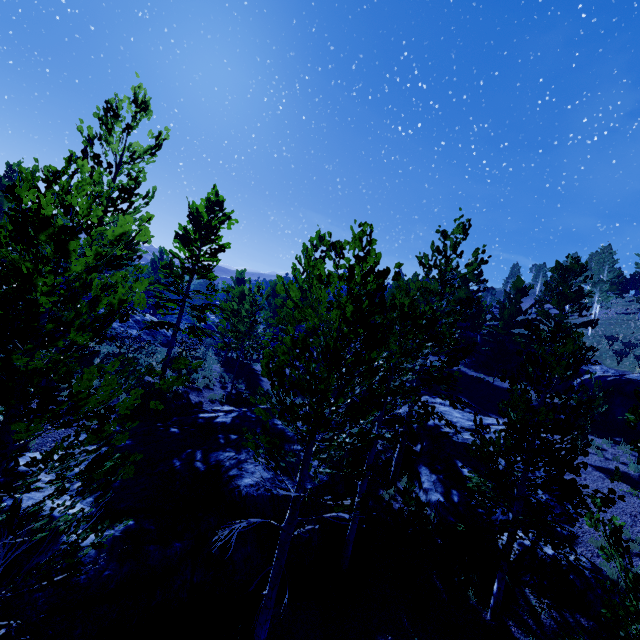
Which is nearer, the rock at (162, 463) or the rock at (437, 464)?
the rock at (162, 463)

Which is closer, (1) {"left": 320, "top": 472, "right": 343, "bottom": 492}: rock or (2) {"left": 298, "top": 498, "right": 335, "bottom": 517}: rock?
(2) {"left": 298, "top": 498, "right": 335, "bottom": 517}: rock

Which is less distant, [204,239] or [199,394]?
[199,394]

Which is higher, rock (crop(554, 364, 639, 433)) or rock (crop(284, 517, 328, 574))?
rock (crop(554, 364, 639, 433))

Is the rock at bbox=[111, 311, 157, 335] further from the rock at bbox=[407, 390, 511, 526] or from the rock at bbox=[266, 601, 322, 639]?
the rock at bbox=[407, 390, 511, 526]

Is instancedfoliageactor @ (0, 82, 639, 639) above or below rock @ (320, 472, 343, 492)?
above

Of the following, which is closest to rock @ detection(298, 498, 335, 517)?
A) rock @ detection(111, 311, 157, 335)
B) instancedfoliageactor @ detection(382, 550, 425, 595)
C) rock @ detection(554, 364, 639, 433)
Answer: instancedfoliageactor @ detection(382, 550, 425, 595)
